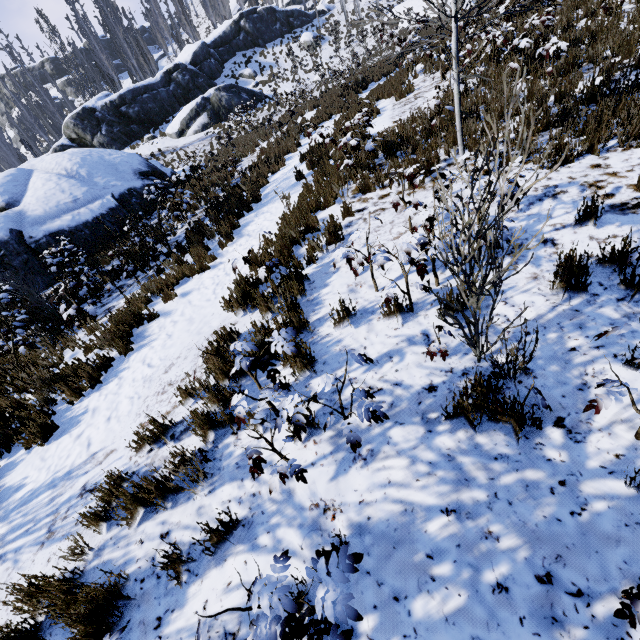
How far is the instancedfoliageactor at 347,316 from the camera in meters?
3.9

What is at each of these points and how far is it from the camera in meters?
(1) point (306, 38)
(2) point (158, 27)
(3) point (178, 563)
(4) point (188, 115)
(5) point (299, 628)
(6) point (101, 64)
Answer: (1) rock, 35.0 m
(2) instancedfoliageactor, 36.4 m
(3) instancedfoliageactor, 2.6 m
(4) rock, 25.5 m
(5) instancedfoliageactor, 1.6 m
(6) instancedfoliageactor, 31.8 m

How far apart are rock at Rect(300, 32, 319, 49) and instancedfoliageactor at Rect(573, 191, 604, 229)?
42.4 meters

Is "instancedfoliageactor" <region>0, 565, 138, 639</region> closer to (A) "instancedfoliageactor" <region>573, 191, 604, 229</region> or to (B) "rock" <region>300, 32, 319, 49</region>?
(A) "instancedfoliageactor" <region>573, 191, 604, 229</region>

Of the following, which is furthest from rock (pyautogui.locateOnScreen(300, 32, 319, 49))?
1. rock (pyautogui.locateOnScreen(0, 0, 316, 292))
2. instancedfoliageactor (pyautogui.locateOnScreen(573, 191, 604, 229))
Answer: instancedfoliageactor (pyautogui.locateOnScreen(573, 191, 604, 229))

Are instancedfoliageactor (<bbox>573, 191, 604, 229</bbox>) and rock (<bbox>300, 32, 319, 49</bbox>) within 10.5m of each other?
no

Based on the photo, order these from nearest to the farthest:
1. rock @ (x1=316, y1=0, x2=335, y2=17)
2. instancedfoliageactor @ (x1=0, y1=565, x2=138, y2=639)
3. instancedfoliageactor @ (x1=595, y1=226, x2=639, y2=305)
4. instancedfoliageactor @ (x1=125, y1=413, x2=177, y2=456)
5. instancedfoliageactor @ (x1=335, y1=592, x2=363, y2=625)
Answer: instancedfoliageactor @ (x1=335, y1=592, x2=363, y2=625)
instancedfoliageactor @ (x1=0, y1=565, x2=138, y2=639)
instancedfoliageactor @ (x1=595, y1=226, x2=639, y2=305)
instancedfoliageactor @ (x1=125, y1=413, x2=177, y2=456)
rock @ (x1=316, y1=0, x2=335, y2=17)

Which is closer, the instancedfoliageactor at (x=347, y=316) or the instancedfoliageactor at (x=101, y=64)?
the instancedfoliageactor at (x=347, y=316)
